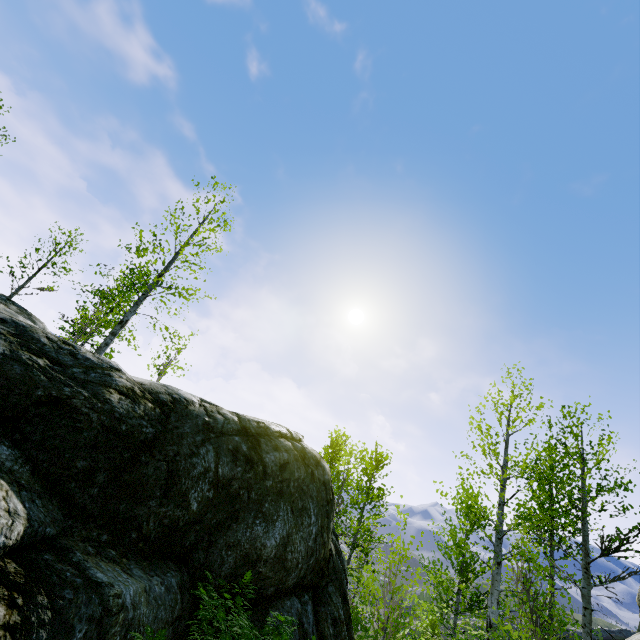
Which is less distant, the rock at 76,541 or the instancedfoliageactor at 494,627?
the rock at 76,541

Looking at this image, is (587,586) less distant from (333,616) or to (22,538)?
(333,616)

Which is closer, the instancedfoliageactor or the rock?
the rock
